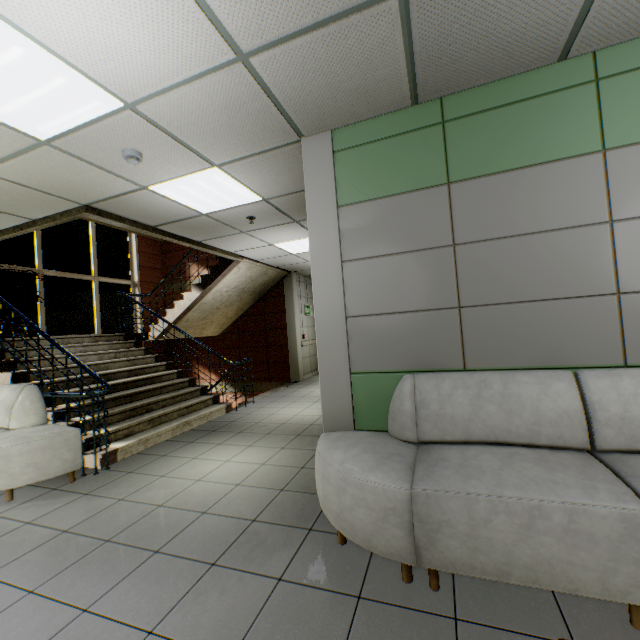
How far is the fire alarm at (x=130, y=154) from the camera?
2.9 meters

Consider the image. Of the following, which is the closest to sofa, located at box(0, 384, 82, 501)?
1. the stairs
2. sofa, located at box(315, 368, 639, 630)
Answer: the stairs

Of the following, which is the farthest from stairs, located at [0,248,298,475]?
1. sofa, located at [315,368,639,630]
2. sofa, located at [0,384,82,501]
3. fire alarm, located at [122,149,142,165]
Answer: sofa, located at [315,368,639,630]

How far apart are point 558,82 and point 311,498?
3.8m

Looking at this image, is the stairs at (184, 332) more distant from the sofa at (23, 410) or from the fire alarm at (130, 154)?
the fire alarm at (130, 154)

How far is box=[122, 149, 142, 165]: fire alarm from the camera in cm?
293

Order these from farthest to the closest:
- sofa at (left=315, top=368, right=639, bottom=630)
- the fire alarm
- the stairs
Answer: the stairs < the fire alarm < sofa at (left=315, top=368, right=639, bottom=630)

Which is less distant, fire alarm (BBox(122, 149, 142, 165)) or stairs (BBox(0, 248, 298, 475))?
A: fire alarm (BBox(122, 149, 142, 165))
